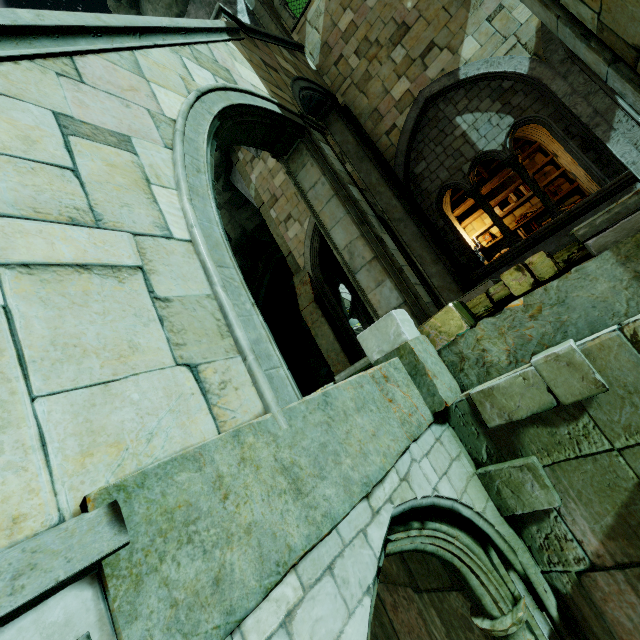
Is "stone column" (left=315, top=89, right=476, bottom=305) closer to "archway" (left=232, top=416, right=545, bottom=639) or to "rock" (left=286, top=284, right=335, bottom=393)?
"rock" (left=286, top=284, right=335, bottom=393)

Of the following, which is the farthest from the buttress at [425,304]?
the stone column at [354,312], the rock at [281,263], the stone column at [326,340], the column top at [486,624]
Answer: the rock at [281,263]

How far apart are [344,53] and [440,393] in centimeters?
1107cm

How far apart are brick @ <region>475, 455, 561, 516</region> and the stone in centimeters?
793cm

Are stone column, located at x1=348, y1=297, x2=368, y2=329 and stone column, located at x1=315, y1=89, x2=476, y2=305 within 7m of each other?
yes

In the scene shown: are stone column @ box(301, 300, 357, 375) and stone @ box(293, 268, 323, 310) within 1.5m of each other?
yes

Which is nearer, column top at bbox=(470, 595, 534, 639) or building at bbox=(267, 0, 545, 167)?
column top at bbox=(470, 595, 534, 639)

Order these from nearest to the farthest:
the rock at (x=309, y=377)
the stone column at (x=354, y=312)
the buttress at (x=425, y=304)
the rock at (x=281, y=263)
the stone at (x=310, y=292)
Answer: the buttress at (x=425, y=304) → the stone at (x=310, y=292) → the stone column at (x=354, y=312) → the rock at (x=281, y=263) → the rock at (x=309, y=377)
